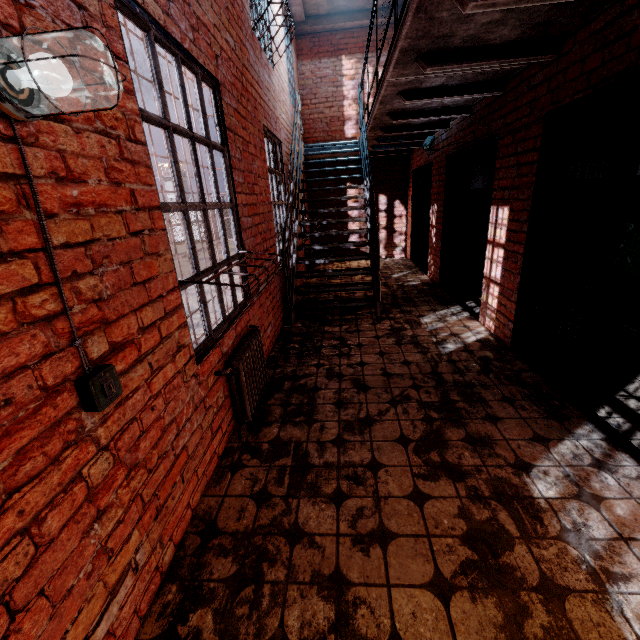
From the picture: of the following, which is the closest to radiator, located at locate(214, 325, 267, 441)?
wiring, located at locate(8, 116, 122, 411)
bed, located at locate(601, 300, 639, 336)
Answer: wiring, located at locate(8, 116, 122, 411)

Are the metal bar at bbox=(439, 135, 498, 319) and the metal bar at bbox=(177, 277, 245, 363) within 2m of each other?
no

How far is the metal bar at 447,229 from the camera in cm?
493

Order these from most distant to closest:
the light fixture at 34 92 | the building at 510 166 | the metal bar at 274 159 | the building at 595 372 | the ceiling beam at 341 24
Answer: the ceiling beam at 341 24
the metal bar at 274 159
the building at 510 166
the building at 595 372
the light fixture at 34 92

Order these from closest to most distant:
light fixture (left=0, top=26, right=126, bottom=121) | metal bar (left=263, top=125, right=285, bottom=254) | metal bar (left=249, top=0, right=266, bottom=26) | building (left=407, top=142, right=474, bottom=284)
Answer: light fixture (left=0, top=26, right=126, bottom=121)
metal bar (left=249, top=0, right=266, bottom=26)
metal bar (left=263, top=125, right=285, bottom=254)
building (left=407, top=142, right=474, bottom=284)

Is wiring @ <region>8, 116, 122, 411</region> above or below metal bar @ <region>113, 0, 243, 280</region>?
below

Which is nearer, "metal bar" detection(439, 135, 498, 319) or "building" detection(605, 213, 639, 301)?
"building" detection(605, 213, 639, 301)

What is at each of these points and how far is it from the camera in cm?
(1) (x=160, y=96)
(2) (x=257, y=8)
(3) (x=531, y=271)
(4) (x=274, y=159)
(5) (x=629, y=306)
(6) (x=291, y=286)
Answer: (1) metal bar, 190
(2) metal bar, 436
(3) metal bar, 331
(4) metal bar, 502
(5) bed, 330
(6) stair, 525
